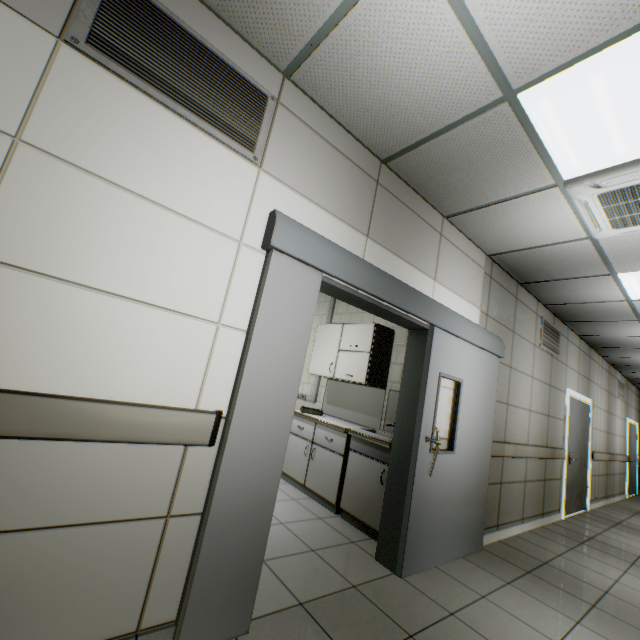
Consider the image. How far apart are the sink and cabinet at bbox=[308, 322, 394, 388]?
0.6 meters

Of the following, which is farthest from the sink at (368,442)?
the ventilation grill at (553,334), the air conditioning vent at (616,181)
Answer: the ventilation grill at (553,334)

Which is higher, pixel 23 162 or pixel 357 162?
pixel 357 162

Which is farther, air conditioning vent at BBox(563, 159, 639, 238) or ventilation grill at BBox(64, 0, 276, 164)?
air conditioning vent at BBox(563, 159, 639, 238)

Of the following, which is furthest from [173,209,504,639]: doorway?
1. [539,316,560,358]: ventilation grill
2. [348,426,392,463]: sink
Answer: [539,316,560,358]: ventilation grill

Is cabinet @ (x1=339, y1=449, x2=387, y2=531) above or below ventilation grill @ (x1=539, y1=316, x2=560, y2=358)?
below

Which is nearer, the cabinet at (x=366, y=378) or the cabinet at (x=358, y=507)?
the cabinet at (x=358, y=507)

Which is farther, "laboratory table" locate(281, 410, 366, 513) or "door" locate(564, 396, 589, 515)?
"door" locate(564, 396, 589, 515)
